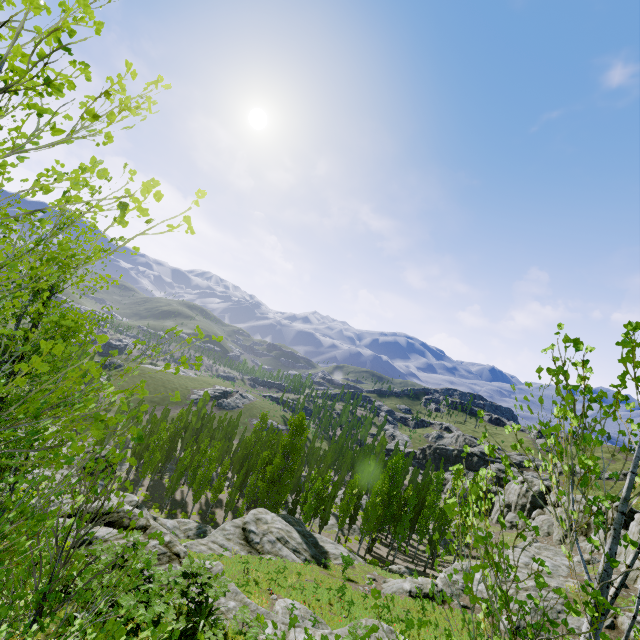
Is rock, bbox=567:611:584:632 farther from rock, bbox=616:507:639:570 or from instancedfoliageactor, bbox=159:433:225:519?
instancedfoliageactor, bbox=159:433:225:519

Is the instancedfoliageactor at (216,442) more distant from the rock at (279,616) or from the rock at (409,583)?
the rock at (409,583)

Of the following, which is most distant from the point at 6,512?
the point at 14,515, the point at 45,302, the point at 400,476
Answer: the point at 400,476

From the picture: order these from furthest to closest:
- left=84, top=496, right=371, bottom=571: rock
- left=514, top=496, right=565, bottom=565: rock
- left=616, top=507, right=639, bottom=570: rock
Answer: left=514, top=496, right=565, bottom=565: rock → left=616, top=507, right=639, bottom=570: rock → left=84, top=496, right=371, bottom=571: rock

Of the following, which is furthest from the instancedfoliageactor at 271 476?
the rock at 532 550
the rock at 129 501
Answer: the rock at 532 550

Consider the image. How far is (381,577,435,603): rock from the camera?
25.06m
